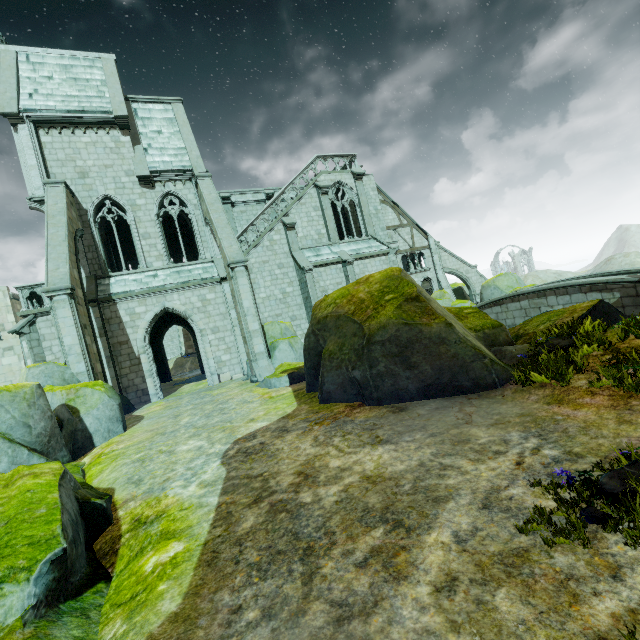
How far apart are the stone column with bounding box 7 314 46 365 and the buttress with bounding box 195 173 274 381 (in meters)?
9.65

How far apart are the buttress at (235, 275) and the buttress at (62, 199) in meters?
5.9

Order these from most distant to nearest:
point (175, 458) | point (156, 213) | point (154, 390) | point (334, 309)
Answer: point (156, 213) → point (154, 390) → point (334, 309) → point (175, 458)

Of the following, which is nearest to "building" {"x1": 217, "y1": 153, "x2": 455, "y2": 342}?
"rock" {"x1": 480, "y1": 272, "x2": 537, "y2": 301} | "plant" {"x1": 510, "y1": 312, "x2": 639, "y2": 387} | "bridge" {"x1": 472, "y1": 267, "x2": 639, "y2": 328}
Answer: "rock" {"x1": 480, "y1": 272, "x2": 537, "y2": 301}

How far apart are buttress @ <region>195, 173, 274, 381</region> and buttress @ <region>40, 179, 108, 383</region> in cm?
588

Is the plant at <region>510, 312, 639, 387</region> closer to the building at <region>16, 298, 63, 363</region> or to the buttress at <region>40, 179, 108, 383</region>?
the building at <region>16, 298, 63, 363</region>

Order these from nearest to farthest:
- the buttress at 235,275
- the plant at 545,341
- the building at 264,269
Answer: the plant at 545,341 < the buttress at 235,275 < the building at 264,269

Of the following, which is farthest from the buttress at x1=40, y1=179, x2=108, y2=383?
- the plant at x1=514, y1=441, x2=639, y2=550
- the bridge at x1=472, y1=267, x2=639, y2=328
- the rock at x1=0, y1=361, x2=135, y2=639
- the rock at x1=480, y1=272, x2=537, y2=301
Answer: the rock at x1=480, y1=272, x2=537, y2=301
